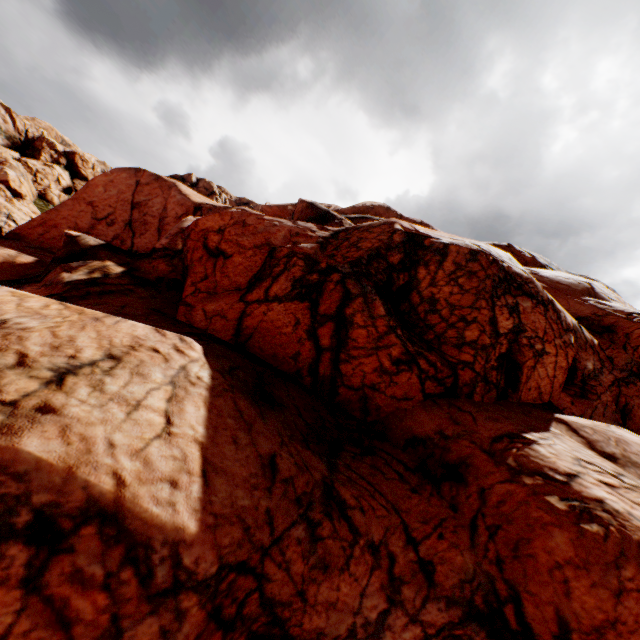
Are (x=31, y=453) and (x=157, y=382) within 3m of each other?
yes
